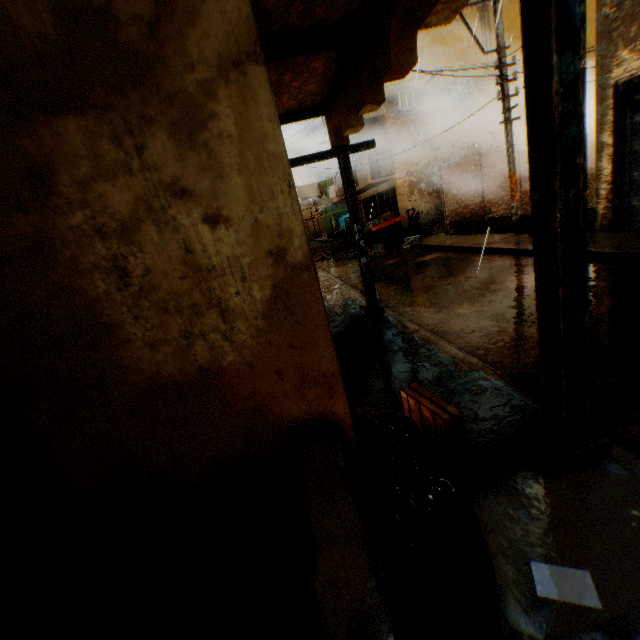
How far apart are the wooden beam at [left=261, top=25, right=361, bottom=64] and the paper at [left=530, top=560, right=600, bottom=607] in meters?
4.7 m

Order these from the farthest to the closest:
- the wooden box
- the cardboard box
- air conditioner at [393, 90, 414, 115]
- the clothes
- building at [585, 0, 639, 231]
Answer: the cardboard box < the clothes < air conditioner at [393, 90, 414, 115] < building at [585, 0, 639, 231] < the wooden box

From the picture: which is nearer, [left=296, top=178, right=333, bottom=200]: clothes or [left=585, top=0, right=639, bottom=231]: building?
[left=585, top=0, right=639, bottom=231]: building

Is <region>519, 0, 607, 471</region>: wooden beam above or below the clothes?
below

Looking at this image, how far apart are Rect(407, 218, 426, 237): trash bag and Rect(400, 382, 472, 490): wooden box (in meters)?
15.37

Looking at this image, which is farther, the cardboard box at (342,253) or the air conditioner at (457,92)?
the cardboard box at (342,253)

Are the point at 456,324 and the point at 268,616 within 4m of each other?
no

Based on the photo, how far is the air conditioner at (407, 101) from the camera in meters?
15.5 m
